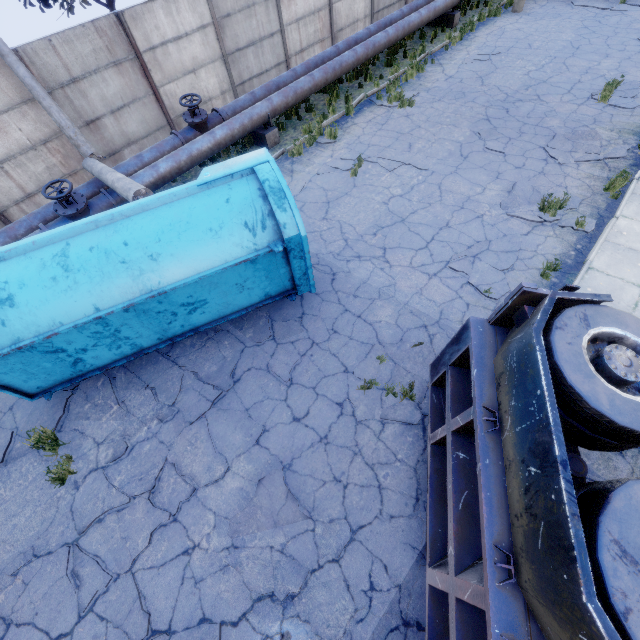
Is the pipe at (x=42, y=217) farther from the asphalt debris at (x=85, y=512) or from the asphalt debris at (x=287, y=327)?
the asphalt debris at (x=287, y=327)

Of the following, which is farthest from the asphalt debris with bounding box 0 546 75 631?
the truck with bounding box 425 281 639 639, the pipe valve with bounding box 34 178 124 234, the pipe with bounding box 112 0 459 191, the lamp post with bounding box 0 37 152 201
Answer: the pipe with bounding box 112 0 459 191

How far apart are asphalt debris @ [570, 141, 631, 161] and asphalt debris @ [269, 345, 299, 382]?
8.4m

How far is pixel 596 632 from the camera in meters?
1.8 m

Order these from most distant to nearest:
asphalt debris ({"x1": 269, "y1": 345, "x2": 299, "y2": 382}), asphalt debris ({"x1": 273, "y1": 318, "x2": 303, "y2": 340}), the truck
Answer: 1. asphalt debris ({"x1": 273, "y1": 318, "x2": 303, "y2": 340})
2. asphalt debris ({"x1": 269, "y1": 345, "x2": 299, "y2": 382})
3. the truck

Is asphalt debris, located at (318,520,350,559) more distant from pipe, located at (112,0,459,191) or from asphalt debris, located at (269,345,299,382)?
pipe, located at (112,0,459,191)

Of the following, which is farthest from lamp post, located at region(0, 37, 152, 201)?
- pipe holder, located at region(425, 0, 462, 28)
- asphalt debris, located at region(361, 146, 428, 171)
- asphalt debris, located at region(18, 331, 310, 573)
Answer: pipe holder, located at region(425, 0, 462, 28)

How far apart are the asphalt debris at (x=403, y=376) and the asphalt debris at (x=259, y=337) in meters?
1.0 m
